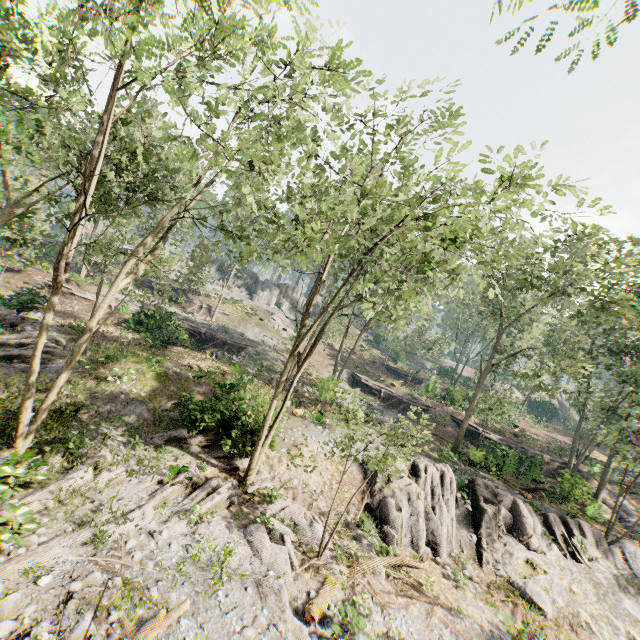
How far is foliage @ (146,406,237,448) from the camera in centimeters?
1516cm

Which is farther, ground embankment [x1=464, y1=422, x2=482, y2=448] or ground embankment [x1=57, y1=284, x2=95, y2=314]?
ground embankment [x1=464, y1=422, x2=482, y2=448]

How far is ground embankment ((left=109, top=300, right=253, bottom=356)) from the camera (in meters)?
27.56

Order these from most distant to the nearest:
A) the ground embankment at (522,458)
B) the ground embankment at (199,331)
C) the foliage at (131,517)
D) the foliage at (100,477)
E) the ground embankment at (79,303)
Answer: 1. the ground embankment at (79,303)
2. the ground embankment at (199,331)
3. the ground embankment at (522,458)
4. the foliage at (100,477)
5. the foliage at (131,517)

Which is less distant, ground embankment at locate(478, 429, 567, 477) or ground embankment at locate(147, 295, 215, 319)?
ground embankment at locate(478, 429, 567, 477)

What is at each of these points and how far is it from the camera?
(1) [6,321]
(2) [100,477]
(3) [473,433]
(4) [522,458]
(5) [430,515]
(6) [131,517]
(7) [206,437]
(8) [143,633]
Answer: (1) foliage, 20.95m
(2) foliage, 11.66m
(3) ground embankment, 33.75m
(4) ground embankment, 31.81m
(5) rock, 16.95m
(6) foliage, 10.44m
(7) foliage, 16.78m
(8) foliage, 7.37m

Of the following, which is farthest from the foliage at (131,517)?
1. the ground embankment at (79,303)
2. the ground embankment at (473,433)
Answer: the ground embankment at (79,303)

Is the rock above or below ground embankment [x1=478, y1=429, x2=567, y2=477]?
below
